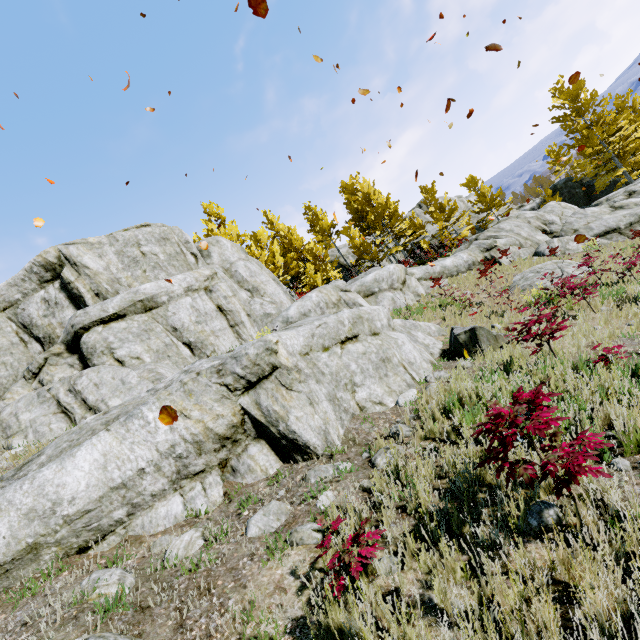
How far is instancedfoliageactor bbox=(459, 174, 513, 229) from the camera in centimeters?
3130cm

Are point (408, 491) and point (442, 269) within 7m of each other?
no

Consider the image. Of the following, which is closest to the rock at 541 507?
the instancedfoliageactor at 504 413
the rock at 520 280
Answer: the instancedfoliageactor at 504 413

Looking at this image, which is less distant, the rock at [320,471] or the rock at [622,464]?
the rock at [622,464]

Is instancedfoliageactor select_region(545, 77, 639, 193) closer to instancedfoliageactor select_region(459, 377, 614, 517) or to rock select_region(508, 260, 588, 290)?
instancedfoliageactor select_region(459, 377, 614, 517)

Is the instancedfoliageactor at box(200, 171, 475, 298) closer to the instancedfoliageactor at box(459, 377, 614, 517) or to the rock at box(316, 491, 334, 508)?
the rock at box(316, 491, 334, 508)

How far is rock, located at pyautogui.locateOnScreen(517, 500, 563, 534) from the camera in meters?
2.7
